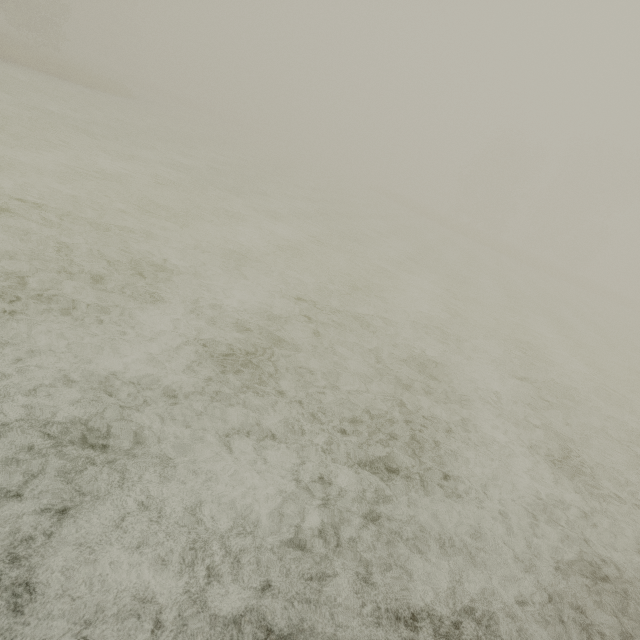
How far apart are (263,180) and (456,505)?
19.9m
